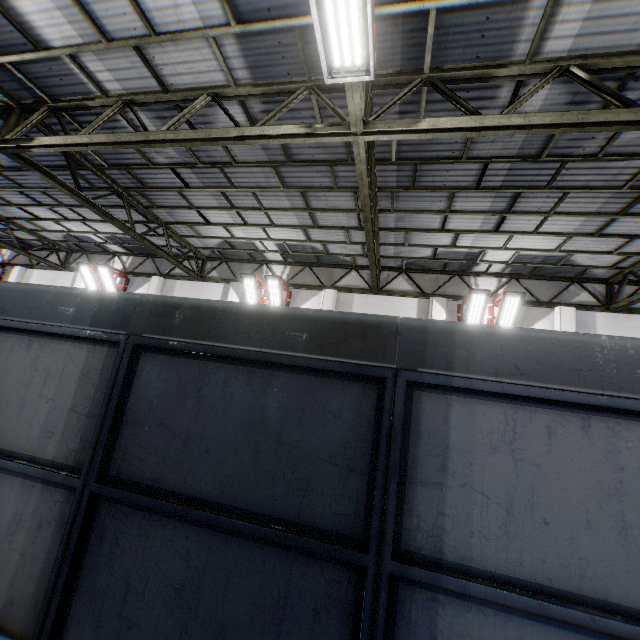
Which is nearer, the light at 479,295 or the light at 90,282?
the light at 479,295

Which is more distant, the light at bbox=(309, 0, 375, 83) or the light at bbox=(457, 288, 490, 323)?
the light at bbox=(457, 288, 490, 323)

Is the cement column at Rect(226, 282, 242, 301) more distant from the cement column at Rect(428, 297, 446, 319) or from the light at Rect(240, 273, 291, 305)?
the cement column at Rect(428, 297, 446, 319)

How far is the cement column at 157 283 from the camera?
14.03m

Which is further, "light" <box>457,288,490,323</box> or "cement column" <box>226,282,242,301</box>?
"cement column" <box>226,282,242,301</box>

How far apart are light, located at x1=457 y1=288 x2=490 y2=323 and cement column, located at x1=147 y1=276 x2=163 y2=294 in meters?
12.2

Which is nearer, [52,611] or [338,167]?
[52,611]

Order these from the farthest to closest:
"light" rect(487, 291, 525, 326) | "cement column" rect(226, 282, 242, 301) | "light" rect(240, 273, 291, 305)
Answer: "cement column" rect(226, 282, 242, 301) < "light" rect(240, 273, 291, 305) < "light" rect(487, 291, 525, 326)
